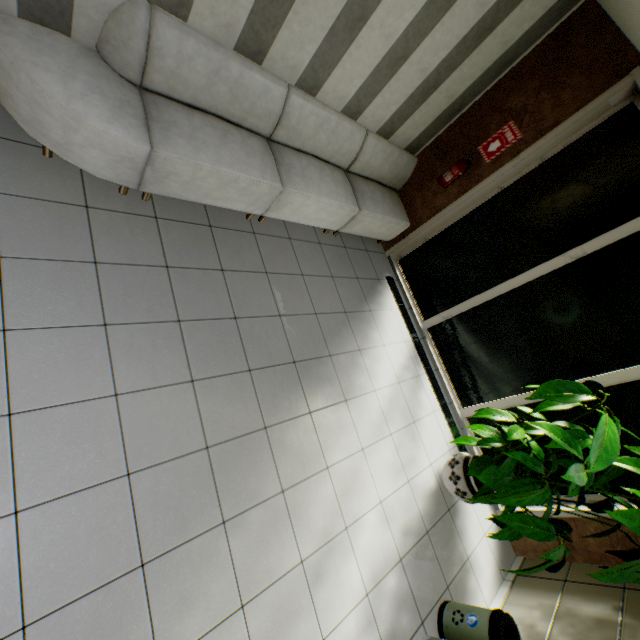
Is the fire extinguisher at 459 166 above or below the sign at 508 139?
below

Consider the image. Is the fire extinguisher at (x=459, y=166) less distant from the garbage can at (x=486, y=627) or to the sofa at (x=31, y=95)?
the sofa at (x=31, y=95)

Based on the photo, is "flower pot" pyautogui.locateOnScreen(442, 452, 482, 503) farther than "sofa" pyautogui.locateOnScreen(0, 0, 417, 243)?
Yes

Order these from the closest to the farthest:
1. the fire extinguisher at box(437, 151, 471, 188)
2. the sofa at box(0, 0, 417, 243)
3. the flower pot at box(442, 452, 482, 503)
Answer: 1. the sofa at box(0, 0, 417, 243)
2. the flower pot at box(442, 452, 482, 503)
3. the fire extinguisher at box(437, 151, 471, 188)

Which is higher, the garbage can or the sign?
the sign

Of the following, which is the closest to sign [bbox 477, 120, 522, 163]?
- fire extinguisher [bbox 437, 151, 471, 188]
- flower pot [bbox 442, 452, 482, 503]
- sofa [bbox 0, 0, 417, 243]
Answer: fire extinguisher [bbox 437, 151, 471, 188]

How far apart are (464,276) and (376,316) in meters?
1.4 m

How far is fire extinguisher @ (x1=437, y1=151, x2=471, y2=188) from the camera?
4.12m
